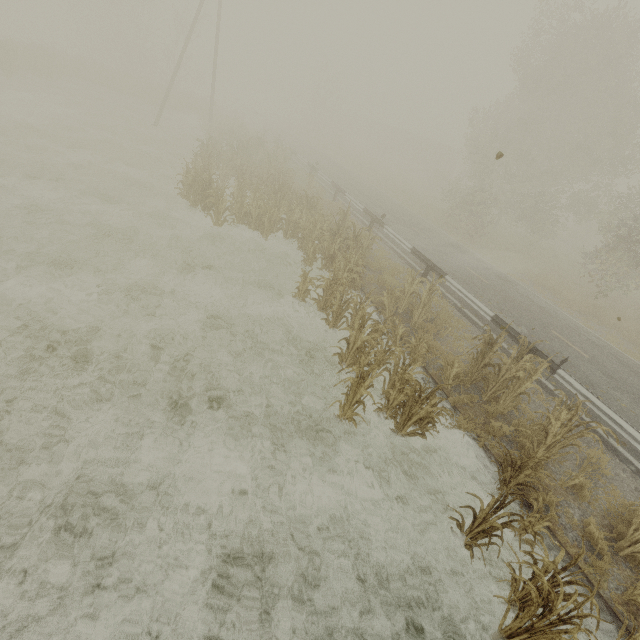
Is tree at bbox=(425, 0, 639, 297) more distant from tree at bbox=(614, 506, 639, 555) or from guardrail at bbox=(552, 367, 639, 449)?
tree at bbox=(614, 506, 639, 555)

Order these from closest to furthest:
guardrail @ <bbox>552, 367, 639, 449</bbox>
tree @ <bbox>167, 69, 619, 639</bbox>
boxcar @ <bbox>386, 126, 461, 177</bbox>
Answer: tree @ <bbox>167, 69, 619, 639</bbox>
guardrail @ <bbox>552, 367, 639, 449</bbox>
boxcar @ <bbox>386, 126, 461, 177</bbox>

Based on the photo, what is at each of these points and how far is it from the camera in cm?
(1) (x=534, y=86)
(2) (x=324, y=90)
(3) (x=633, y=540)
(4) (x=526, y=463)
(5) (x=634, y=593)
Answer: (1) tree, 2230
(2) tree, 4844
(3) tree, 541
(4) tree, 517
(5) tree, 484

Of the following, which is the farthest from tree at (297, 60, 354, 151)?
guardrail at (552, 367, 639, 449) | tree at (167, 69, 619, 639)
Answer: tree at (167, 69, 619, 639)

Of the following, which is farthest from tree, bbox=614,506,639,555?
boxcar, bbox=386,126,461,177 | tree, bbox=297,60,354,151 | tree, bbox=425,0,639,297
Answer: tree, bbox=297,60,354,151

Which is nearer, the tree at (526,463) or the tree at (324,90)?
the tree at (526,463)

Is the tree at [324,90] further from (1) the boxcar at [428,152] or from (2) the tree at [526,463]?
(2) the tree at [526,463]

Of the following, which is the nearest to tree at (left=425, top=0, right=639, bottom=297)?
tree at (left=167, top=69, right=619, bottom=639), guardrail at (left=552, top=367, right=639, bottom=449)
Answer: guardrail at (left=552, top=367, right=639, bottom=449)
